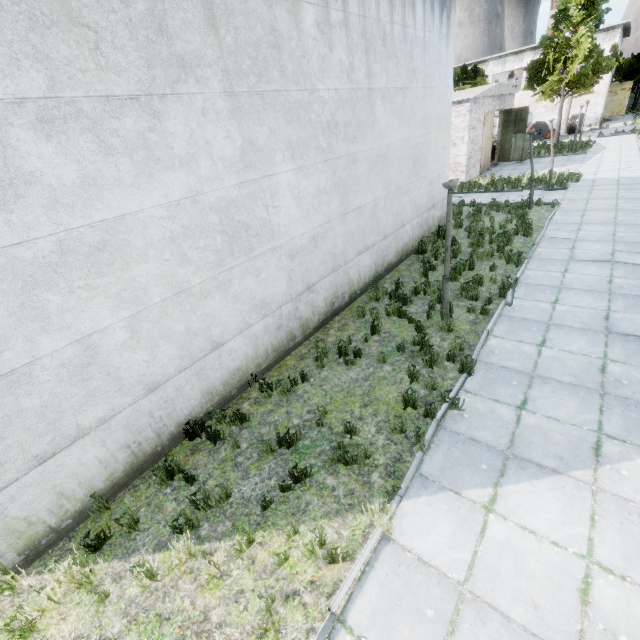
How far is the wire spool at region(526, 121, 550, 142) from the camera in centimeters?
3497cm

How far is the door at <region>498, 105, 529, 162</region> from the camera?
24.5 meters

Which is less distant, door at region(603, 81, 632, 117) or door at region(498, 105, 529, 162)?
door at region(498, 105, 529, 162)

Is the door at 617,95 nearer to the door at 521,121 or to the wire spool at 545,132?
the wire spool at 545,132

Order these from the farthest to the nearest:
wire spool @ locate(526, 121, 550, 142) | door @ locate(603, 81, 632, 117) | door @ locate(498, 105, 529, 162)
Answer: door @ locate(603, 81, 632, 117)
wire spool @ locate(526, 121, 550, 142)
door @ locate(498, 105, 529, 162)

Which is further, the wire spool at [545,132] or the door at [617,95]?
the door at [617,95]

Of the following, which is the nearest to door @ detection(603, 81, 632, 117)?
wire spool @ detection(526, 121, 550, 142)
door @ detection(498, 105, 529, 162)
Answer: wire spool @ detection(526, 121, 550, 142)

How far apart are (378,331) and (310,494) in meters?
4.2 m
